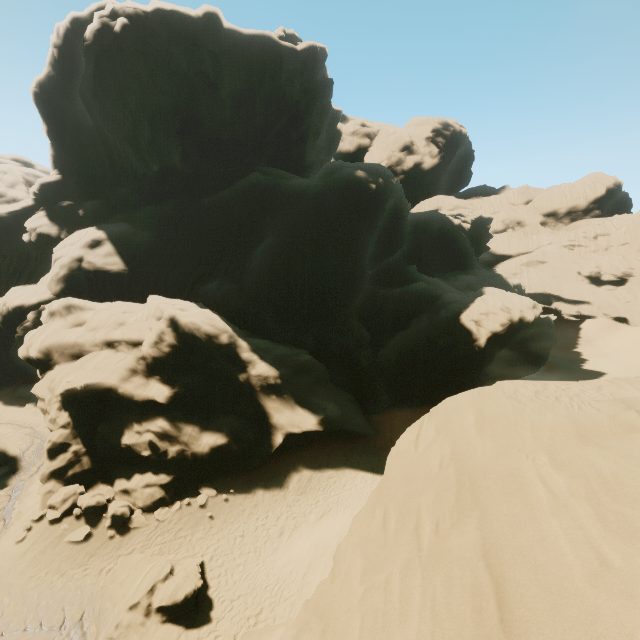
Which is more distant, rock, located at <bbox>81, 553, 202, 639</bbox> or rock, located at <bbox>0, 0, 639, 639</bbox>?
rock, located at <bbox>81, 553, 202, 639</bbox>

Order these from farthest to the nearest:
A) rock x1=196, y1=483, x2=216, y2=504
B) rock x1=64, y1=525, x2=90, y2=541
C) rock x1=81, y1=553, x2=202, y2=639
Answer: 1. rock x1=196, y1=483, x2=216, y2=504
2. rock x1=64, y1=525, x2=90, y2=541
3. rock x1=81, y1=553, x2=202, y2=639

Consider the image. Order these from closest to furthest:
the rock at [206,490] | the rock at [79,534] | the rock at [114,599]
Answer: the rock at [114,599], the rock at [79,534], the rock at [206,490]

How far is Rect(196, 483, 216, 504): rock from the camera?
19.6m

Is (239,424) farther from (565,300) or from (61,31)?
(565,300)

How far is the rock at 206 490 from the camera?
19.6 meters
